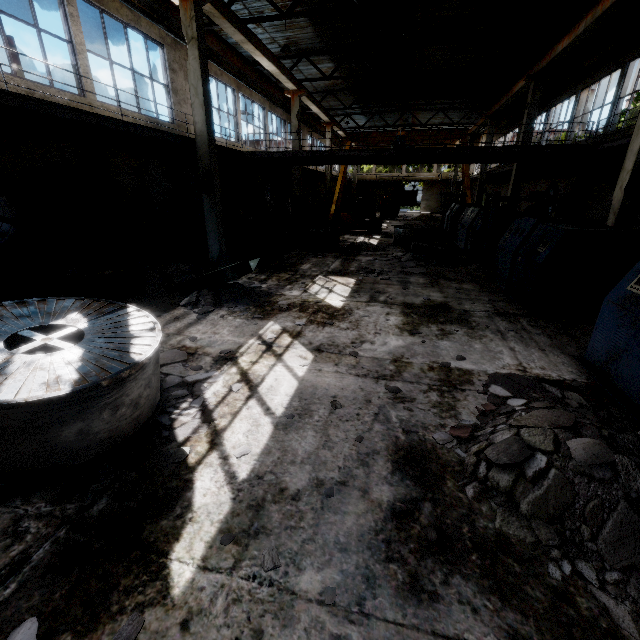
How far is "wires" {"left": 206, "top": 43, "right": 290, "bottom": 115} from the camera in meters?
15.1 m

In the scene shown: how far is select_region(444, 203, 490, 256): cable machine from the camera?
12.87m

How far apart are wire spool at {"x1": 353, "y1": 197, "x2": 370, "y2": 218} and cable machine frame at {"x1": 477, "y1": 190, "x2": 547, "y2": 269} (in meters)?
18.86

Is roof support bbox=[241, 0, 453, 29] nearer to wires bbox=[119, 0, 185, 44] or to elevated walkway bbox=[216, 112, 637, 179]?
wires bbox=[119, 0, 185, 44]

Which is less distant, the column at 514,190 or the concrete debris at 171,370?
the concrete debris at 171,370

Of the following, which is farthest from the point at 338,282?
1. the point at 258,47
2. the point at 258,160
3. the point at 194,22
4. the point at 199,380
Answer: the point at 258,47

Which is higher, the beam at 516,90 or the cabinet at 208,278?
the beam at 516,90

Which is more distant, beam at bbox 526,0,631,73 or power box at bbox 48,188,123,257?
beam at bbox 526,0,631,73
